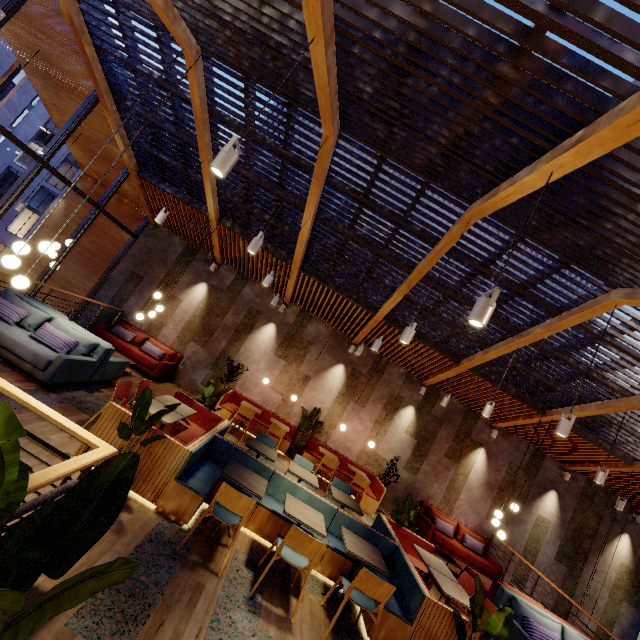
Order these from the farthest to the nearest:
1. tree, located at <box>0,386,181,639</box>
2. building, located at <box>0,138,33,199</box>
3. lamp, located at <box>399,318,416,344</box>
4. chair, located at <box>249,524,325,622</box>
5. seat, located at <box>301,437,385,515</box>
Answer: building, located at <box>0,138,33,199</box>
seat, located at <box>301,437,385,515</box>
lamp, located at <box>399,318,416,344</box>
chair, located at <box>249,524,325,622</box>
tree, located at <box>0,386,181,639</box>

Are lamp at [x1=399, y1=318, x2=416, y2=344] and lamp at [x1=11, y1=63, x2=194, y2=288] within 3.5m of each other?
no

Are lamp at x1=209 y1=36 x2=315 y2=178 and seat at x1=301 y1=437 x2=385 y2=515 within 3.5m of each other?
no

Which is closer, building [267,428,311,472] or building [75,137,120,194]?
building [267,428,311,472]

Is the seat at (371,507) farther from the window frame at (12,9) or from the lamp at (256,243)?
the window frame at (12,9)

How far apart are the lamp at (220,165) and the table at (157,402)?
3.6m

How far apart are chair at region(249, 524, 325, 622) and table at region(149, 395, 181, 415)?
2.2m

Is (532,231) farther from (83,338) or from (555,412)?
(83,338)
